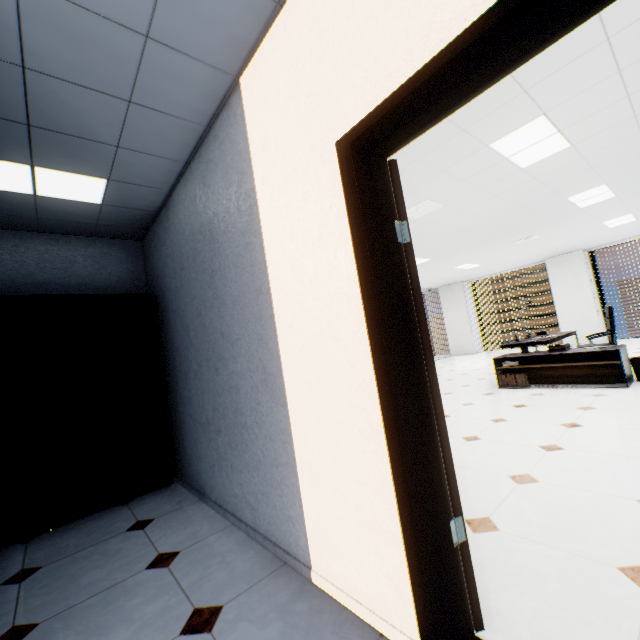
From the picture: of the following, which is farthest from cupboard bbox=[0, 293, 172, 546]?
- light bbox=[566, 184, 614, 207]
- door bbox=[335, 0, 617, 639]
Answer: light bbox=[566, 184, 614, 207]

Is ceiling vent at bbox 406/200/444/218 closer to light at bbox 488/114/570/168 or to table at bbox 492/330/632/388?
light at bbox 488/114/570/168

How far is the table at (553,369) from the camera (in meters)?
4.82

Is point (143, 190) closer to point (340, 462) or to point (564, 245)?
point (340, 462)

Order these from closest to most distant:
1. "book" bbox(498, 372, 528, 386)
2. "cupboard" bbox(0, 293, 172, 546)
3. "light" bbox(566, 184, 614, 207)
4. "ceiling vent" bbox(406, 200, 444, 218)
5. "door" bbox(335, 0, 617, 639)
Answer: "door" bbox(335, 0, 617, 639), "cupboard" bbox(0, 293, 172, 546), "ceiling vent" bbox(406, 200, 444, 218), "light" bbox(566, 184, 614, 207), "book" bbox(498, 372, 528, 386)

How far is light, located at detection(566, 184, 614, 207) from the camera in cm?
500

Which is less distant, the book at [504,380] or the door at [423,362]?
the door at [423,362]

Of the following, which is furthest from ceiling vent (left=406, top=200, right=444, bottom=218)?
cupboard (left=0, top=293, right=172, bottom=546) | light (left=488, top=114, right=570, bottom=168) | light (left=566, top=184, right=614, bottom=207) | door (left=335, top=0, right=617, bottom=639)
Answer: cupboard (left=0, top=293, right=172, bottom=546)
